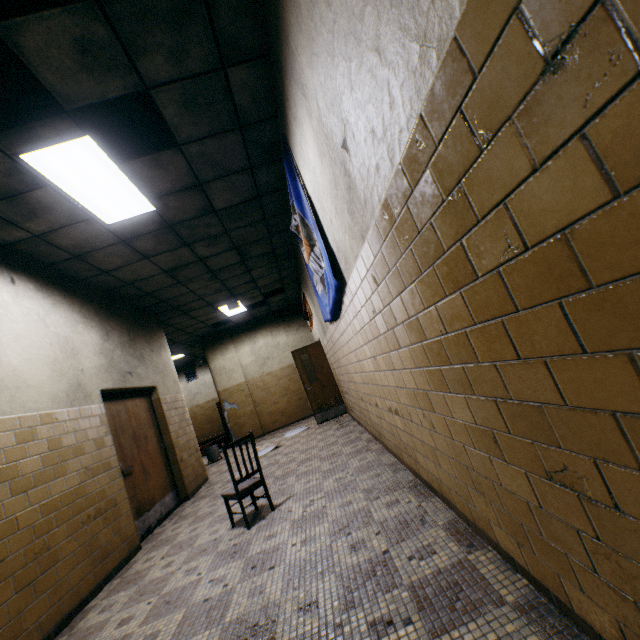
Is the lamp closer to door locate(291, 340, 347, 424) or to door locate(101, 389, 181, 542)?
door locate(101, 389, 181, 542)

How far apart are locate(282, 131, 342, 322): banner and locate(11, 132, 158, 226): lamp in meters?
1.7

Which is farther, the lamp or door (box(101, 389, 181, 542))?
door (box(101, 389, 181, 542))

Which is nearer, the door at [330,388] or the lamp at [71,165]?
the lamp at [71,165]

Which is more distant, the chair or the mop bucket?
the mop bucket

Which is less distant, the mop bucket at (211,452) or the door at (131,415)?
the door at (131,415)

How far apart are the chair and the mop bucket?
6.0m

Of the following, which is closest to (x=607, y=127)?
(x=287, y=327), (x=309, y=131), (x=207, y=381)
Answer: (x=309, y=131)
